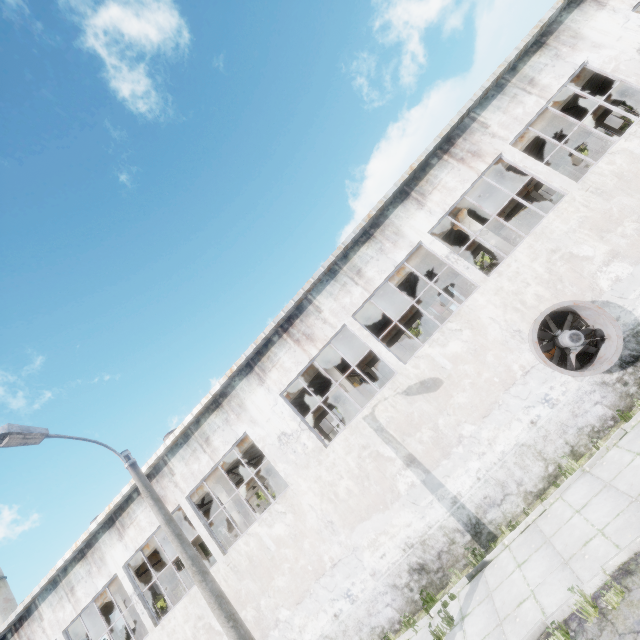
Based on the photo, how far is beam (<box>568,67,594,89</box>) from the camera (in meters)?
13.59

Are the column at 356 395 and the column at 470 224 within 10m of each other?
yes

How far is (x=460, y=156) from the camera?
11.70m

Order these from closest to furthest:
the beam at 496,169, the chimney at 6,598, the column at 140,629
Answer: the beam at 496,169, the column at 140,629, the chimney at 6,598

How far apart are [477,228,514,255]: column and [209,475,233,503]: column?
16.5 meters

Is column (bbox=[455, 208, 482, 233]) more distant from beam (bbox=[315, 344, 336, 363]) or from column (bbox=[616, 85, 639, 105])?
column (bbox=[616, 85, 639, 105])

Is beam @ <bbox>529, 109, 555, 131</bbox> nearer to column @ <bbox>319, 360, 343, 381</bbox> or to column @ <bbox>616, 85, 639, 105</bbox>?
column @ <bbox>319, 360, 343, 381</bbox>
